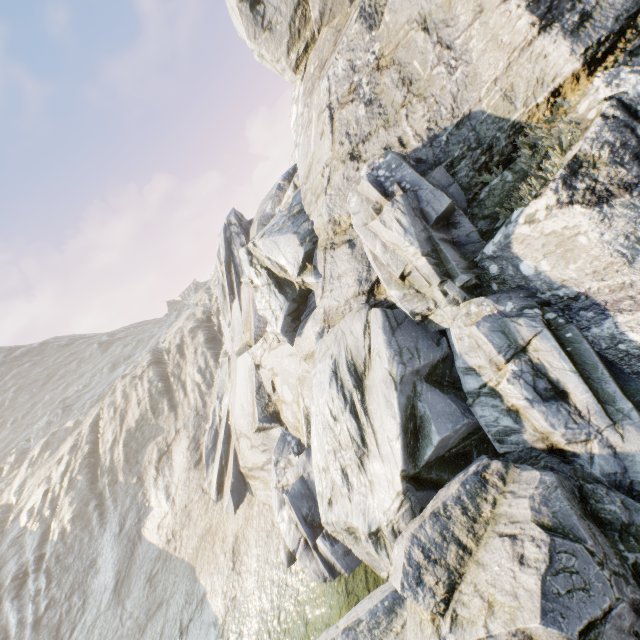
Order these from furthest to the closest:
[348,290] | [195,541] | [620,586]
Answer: [195,541] < [348,290] < [620,586]
